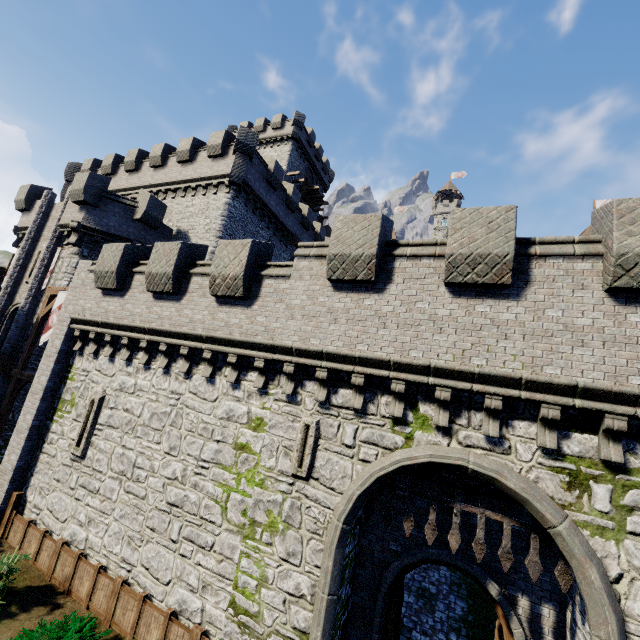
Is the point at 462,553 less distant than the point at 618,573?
No

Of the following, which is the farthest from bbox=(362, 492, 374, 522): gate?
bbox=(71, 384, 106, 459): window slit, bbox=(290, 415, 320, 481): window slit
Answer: bbox=(71, 384, 106, 459): window slit

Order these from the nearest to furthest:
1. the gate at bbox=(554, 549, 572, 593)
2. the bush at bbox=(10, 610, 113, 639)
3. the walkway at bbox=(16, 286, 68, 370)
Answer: the gate at bbox=(554, 549, 572, 593) < the bush at bbox=(10, 610, 113, 639) < the walkway at bbox=(16, 286, 68, 370)

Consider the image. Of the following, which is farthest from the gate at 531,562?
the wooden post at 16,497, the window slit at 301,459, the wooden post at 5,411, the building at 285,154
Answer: the building at 285,154

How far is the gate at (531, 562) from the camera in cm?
663

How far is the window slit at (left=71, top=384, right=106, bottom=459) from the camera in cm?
1145

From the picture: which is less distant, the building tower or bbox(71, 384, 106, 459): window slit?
bbox(71, 384, 106, 459): window slit

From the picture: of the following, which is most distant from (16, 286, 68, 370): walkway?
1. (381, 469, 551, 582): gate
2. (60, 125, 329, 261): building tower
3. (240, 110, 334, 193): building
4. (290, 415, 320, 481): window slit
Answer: (240, 110, 334, 193): building
